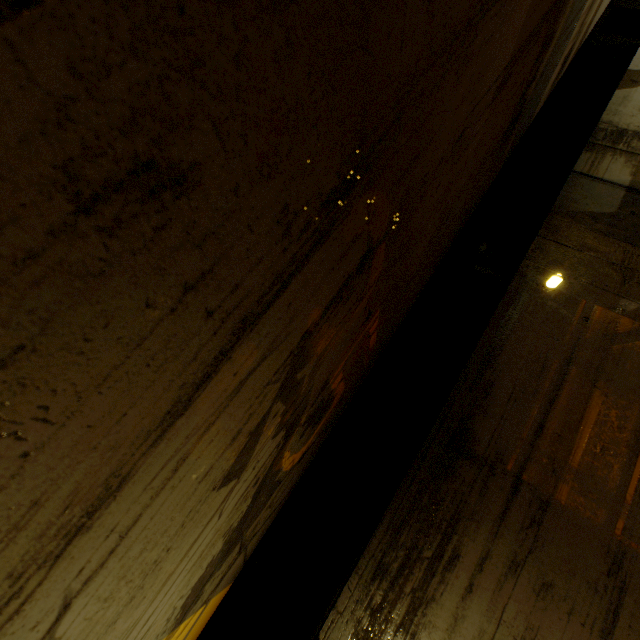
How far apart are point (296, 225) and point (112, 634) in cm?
100
